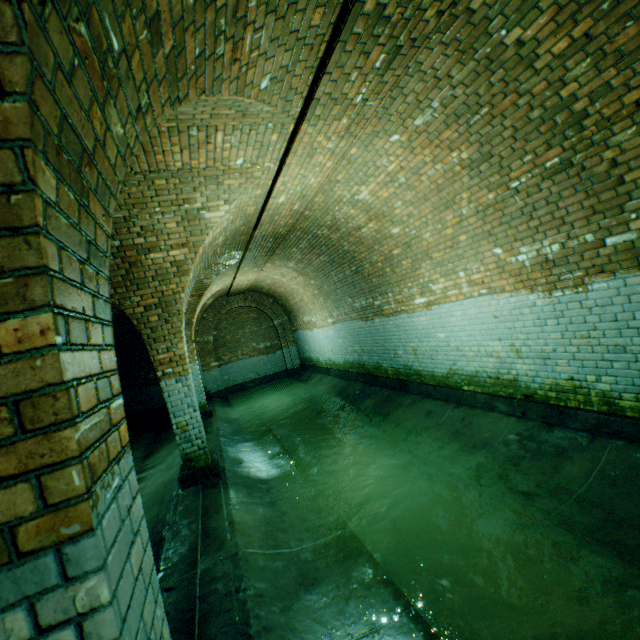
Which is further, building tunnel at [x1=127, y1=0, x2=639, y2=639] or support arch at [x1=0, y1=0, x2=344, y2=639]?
building tunnel at [x1=127, y1=0, x2=639, y2=639]

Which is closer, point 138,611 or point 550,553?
point 138,611

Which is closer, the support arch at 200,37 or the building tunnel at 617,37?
the support arch at 200,37
